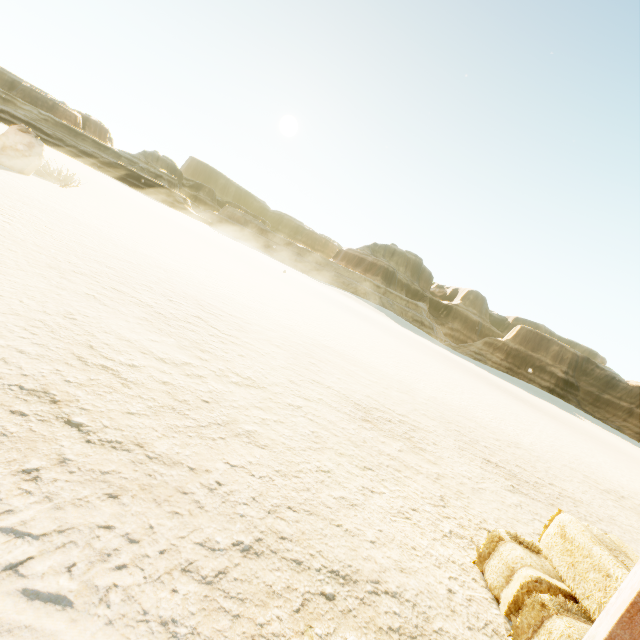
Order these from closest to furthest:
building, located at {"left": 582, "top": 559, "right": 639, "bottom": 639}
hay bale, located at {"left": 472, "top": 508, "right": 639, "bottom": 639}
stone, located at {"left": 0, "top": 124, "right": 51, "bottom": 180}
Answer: building, located at {"left": 582, "top": 559, "right": 639, "bottom": 639}
hay bale, located at {"left": 472, "top": 508, "right": 639, "bottom": 639}
stone, located at {"left": 0, "top": 124, "right": 51, "bottom": 180}

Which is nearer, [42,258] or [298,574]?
[298,574]

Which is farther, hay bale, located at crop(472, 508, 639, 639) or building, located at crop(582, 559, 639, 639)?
hay bale, located at crop(472, 508, 639, 639)

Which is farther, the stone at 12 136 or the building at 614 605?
the stone at 12 136

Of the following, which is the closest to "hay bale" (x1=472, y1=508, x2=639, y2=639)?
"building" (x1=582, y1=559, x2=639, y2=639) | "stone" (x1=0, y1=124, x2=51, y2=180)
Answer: "building" (x1=582, y1=559, x2=639, y2=639)

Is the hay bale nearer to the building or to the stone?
the building

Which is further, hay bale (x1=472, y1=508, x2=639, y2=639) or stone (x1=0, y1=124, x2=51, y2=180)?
stone (x1=0, y1=124, x2=51, y2=180)

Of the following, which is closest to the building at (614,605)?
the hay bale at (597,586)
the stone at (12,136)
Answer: the hay bale at (597,586)
